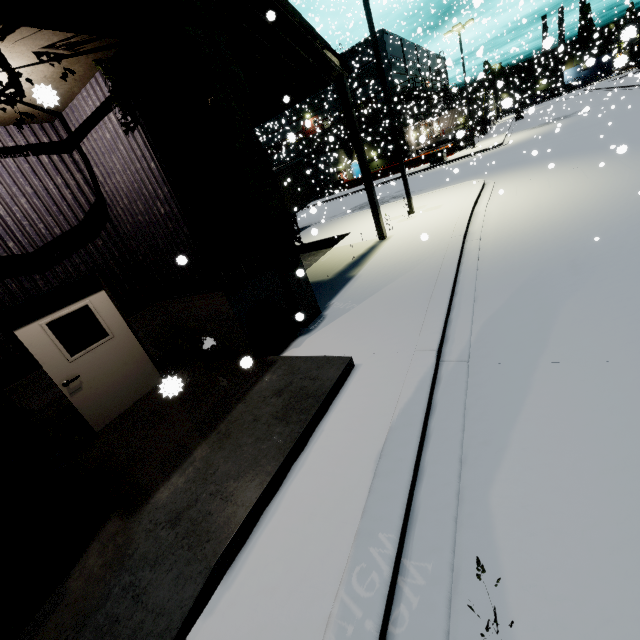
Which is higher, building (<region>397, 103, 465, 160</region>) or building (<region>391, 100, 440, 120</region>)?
building (<region>391, 100, 440, 120</region>)

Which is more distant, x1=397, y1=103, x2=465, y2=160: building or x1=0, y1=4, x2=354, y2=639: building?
x1=397, y1=103, x2=465, y2=160: building

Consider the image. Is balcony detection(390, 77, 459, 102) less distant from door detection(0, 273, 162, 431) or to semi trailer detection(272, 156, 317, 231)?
semi trailer detection(272, 156, 317, 231)

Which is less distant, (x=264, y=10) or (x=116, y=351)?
(x=116, y=351)

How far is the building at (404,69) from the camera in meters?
37.2 m

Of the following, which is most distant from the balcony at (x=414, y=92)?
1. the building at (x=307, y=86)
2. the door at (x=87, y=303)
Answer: the door at (x=87, y=303)

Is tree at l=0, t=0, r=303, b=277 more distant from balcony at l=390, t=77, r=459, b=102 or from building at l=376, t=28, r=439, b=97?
balcony at l=390, t=77, r=459, b=102

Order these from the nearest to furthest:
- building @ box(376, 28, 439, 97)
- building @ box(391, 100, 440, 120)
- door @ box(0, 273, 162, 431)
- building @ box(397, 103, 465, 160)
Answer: door @ box(0, 273, 162, 431), building @ box(391, 100, 440, 120), building @ box(376, 28, 439, 97), building @ box(397, 103, 465, 160)
